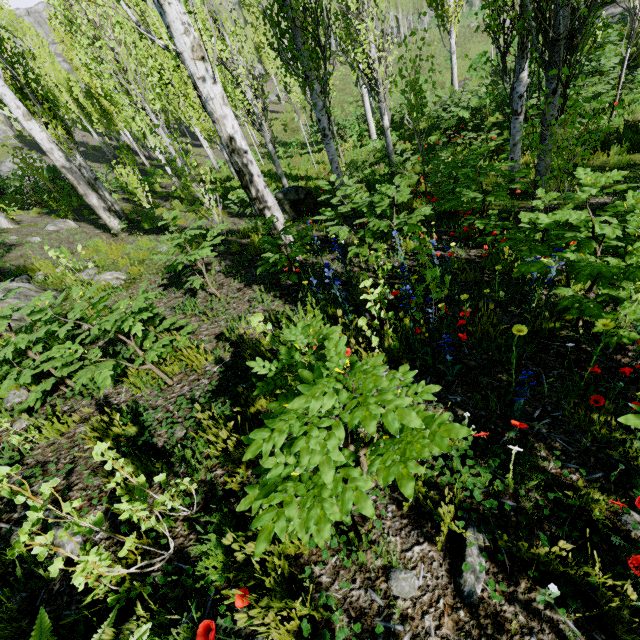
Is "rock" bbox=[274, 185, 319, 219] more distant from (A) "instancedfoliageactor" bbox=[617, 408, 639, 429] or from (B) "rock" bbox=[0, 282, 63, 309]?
(B) "rock" bbox=[0, 282, 63, 309]

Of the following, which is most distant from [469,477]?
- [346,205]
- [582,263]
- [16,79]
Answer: [16,79]

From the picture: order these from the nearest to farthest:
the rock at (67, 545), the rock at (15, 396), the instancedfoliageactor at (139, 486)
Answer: the instancedfoliageactor at (139, 486), the rock at (67, 545), the rock at (15, 396)

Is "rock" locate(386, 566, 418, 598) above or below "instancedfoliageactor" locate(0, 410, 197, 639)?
below

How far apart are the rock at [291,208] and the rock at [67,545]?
7.50m

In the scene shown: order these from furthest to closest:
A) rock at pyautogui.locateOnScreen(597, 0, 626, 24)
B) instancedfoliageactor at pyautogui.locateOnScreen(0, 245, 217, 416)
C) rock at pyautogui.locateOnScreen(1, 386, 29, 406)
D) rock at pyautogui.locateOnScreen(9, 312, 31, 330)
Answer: rock at pyautogui.locateOnScreen(597, 0, 626, 24)
rock at pyautogui.locateOnScreen(9, 312, 31, 330)
rock at pyautogui.locateOnScreen(1, 386, 29, 406)
instancedfoliageactor at pyautogui.locateOnScreen(0, 245, 217, 416)

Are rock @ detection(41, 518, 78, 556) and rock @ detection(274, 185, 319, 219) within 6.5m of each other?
no

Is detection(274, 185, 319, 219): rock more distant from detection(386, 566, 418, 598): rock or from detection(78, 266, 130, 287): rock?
detection(386, 566, 418, 598): rock
